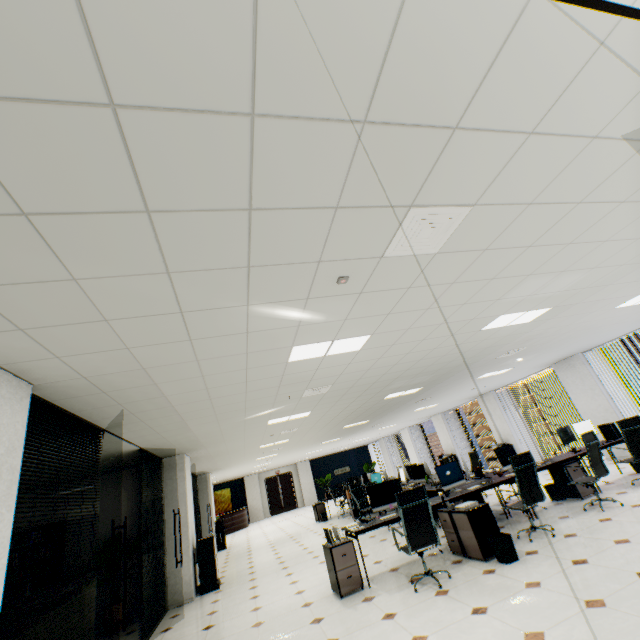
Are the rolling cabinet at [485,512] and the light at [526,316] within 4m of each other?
yes

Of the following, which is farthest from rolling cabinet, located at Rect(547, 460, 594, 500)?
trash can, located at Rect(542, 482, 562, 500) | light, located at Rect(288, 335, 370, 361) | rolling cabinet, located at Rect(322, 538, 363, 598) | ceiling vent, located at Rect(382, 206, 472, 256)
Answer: ceiling vent, located at Rect(382, 206, 472, 256)

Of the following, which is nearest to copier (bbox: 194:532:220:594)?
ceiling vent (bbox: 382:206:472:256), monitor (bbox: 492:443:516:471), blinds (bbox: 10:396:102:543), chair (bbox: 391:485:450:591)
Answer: blinds (bbox: 10:396:102:543)

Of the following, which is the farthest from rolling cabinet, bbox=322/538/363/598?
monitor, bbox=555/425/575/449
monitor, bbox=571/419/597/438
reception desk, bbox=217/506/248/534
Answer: reception desk, bbox=217/506/248/534

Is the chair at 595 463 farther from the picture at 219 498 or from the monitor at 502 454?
the picture at 219 498

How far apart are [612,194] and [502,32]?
2.0 meters

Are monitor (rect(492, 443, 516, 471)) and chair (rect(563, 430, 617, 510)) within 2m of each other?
yes

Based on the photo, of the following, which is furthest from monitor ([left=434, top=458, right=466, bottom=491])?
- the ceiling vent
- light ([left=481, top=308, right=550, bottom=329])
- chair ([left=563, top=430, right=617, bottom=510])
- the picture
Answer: the picture
